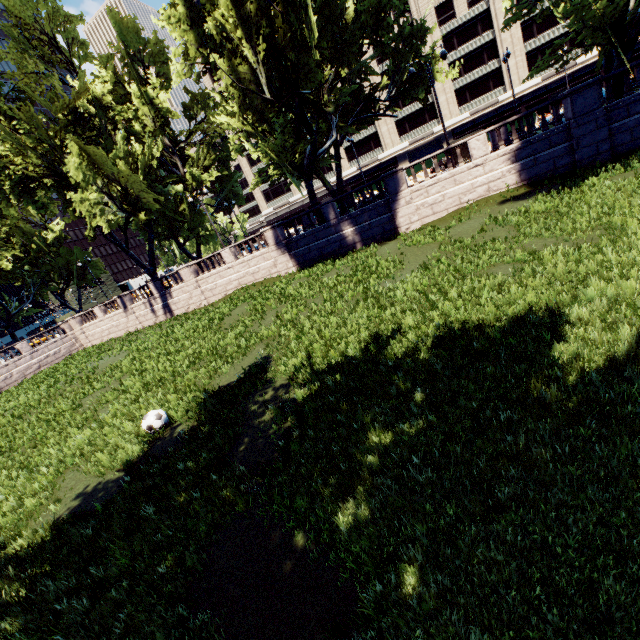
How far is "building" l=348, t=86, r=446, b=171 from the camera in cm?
5472

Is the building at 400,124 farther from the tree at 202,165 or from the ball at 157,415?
the ball at 157,415

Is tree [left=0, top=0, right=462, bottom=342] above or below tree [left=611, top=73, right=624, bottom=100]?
above

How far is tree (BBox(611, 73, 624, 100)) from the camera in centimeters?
1680cm

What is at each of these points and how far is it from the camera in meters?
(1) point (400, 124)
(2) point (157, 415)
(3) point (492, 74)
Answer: (1) building, 56.7
(2) ball, 9.1
(3) building, 50.0

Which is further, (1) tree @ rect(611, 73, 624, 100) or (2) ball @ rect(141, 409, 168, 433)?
(1) tree @ rect(611, 73, 624, 100)

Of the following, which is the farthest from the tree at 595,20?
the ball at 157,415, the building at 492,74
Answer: the ball at 157,415

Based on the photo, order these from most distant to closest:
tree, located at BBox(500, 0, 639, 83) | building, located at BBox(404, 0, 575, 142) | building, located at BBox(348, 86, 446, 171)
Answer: building, located at BBox(348, 86, 446, 171), building, located at BBox(404, 0, 575, 142), tree, located at BBox(500, 0, 639, 83)
